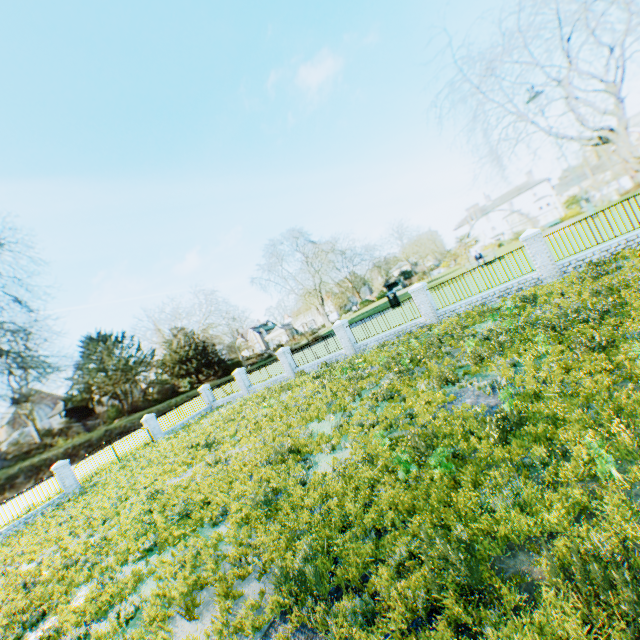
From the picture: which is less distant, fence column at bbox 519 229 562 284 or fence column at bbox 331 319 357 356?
fence column at bbox 519 229 562 284

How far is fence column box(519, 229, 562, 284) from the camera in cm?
1404

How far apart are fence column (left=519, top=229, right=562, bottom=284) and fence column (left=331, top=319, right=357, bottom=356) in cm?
1032

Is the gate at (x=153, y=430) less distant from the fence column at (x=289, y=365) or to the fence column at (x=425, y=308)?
the fence column at (x=289, y=365)

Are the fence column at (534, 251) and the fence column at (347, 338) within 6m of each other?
no

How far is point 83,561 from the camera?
8.9m

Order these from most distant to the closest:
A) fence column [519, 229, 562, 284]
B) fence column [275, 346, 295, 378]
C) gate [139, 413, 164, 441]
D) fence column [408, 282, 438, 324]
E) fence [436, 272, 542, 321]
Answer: gate [139, 413, 164, 441]
fence column [275, 346, 295, 378]
fence column [408, 282, 438, 324]
fence [436, 272, 542, 321]
fence column [519, 229, 562, 284]

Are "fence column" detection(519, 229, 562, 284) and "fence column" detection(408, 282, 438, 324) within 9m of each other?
yes
